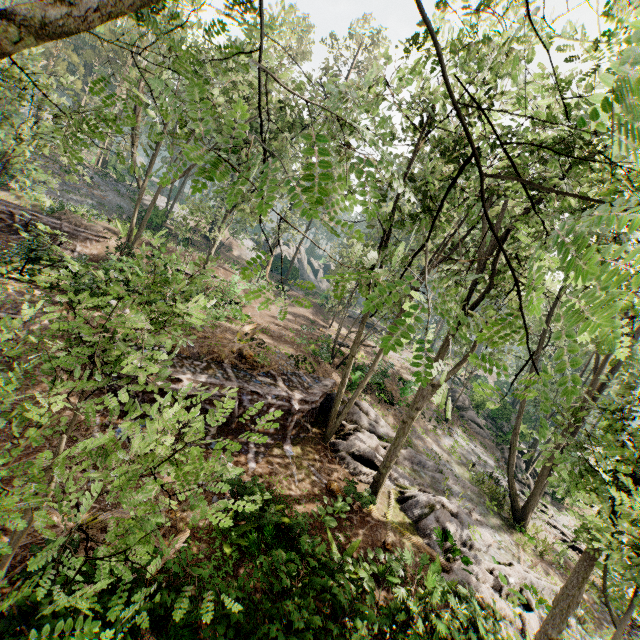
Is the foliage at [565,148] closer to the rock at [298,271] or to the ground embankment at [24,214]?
the rock at [298,271]

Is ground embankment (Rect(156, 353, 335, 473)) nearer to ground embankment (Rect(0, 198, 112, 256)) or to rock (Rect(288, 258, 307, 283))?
ground embankment (Rect(0, 198, 112, 256))

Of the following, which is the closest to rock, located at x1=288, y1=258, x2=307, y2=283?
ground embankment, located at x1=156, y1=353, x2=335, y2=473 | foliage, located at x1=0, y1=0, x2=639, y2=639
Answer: foliage, located at x1=0, y1=0, x2=639, y2=639

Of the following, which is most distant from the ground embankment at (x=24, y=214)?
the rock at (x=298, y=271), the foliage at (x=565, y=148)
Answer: the rock at (x=298, y=271)

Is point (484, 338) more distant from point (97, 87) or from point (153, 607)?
point (153, 607)

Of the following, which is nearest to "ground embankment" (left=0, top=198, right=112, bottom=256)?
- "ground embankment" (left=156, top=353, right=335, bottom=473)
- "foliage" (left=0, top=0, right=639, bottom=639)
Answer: "foliage" (left=0, top=0, right=639, bottom=639)

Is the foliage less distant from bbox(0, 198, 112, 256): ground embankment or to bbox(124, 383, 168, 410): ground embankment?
bbox(124, 383, 168, 410): ground embankment
